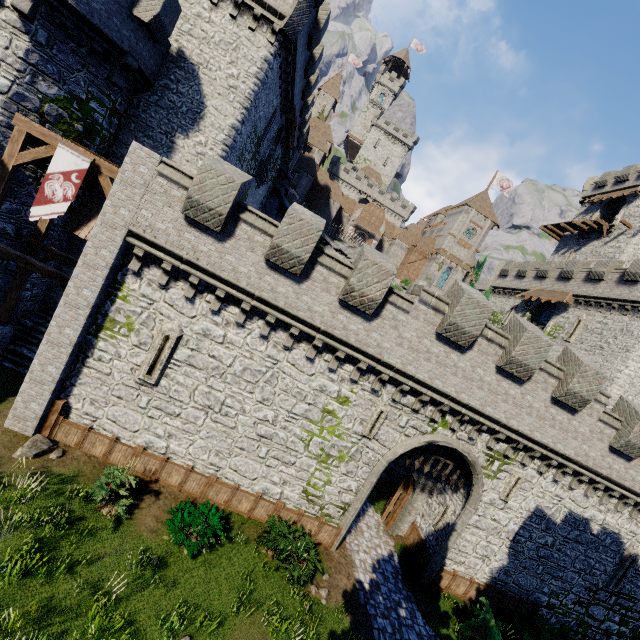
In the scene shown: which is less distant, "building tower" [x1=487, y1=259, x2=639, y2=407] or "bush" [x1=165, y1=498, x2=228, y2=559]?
"bush" [x1=165, y1=498, x2=228, y2=559]

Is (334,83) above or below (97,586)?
above

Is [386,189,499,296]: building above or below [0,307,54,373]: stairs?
above

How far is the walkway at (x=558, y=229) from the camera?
40.4m

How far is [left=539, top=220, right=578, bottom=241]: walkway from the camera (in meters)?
40.41

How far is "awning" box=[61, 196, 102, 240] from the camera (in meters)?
15.34

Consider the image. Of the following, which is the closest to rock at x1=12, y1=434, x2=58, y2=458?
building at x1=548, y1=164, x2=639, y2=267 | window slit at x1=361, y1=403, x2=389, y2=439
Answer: window slit at x1=361, y1=403, x2=389, y2=439

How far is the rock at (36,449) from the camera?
10.5 meters
